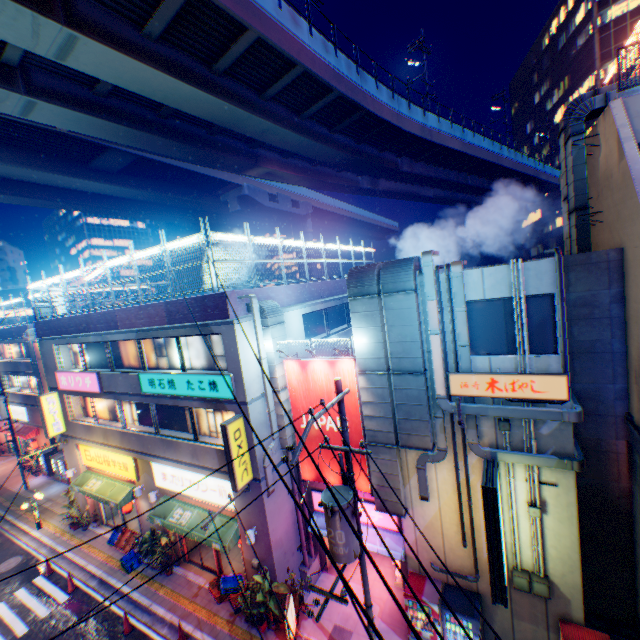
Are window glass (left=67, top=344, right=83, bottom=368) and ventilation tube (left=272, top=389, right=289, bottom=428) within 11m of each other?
no

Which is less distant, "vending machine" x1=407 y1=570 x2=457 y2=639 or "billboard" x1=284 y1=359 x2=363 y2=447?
"vending machine" x1=407 y1=570 x2=457 y2=639

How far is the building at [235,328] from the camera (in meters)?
11.50

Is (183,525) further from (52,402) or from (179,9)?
(179,9)

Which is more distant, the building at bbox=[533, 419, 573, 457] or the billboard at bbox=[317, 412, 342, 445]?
the billboard at bbox=[317, 412, 342, 445]

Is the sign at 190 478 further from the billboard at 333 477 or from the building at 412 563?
the building at 412 563

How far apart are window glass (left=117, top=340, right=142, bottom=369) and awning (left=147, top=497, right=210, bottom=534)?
6.18m

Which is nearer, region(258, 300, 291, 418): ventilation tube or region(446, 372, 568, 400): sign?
region(446, 372, 568, 400): sign
